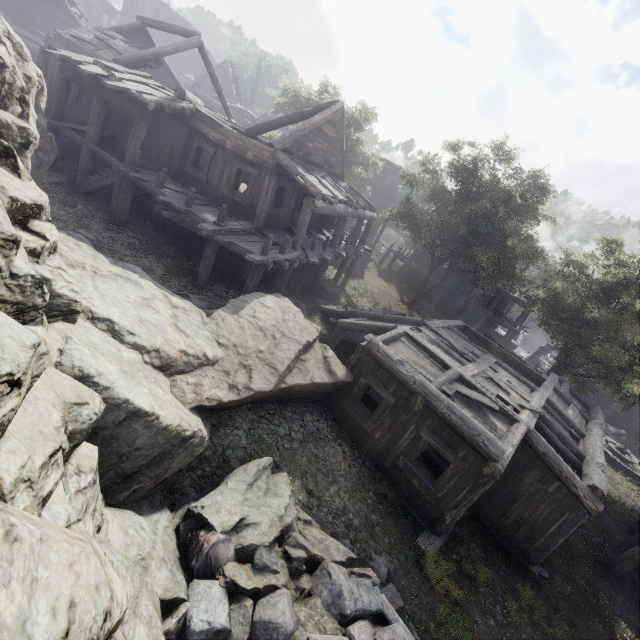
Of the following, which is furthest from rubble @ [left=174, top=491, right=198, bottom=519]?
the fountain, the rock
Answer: the fountain

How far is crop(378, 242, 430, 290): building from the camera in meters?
31.9 m

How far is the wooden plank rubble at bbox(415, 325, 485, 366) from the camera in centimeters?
1151cm

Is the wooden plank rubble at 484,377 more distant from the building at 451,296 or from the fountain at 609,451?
the fountain at 609,451

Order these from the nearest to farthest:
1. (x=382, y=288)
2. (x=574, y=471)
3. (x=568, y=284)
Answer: (x=574, y=471) → (x=568, y=284) → (x=382, y=288)

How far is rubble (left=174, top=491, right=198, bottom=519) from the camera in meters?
5.7 m

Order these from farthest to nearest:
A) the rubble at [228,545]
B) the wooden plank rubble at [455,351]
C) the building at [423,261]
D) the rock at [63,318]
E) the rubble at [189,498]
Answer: the building at [423,261] < the wooden plank rubble at [455,351] < the rubble at [189,498] < the rubble at [228,545] < the rock at [63,318]
